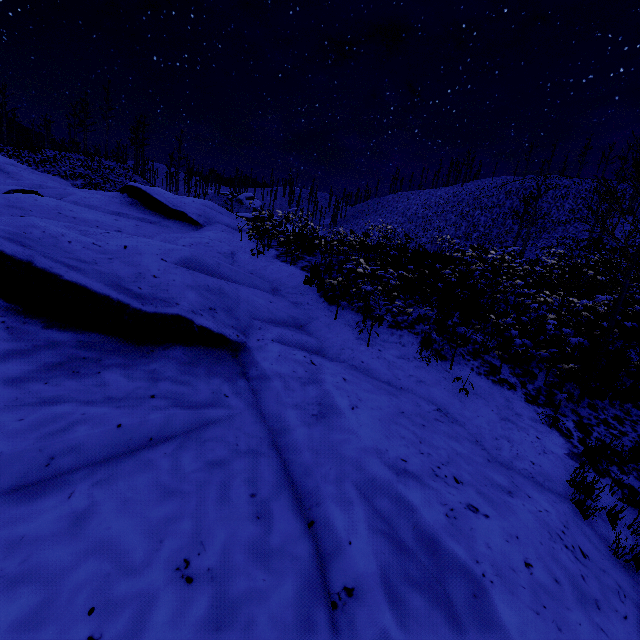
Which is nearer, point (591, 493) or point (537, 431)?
Result: point (591, 493)
